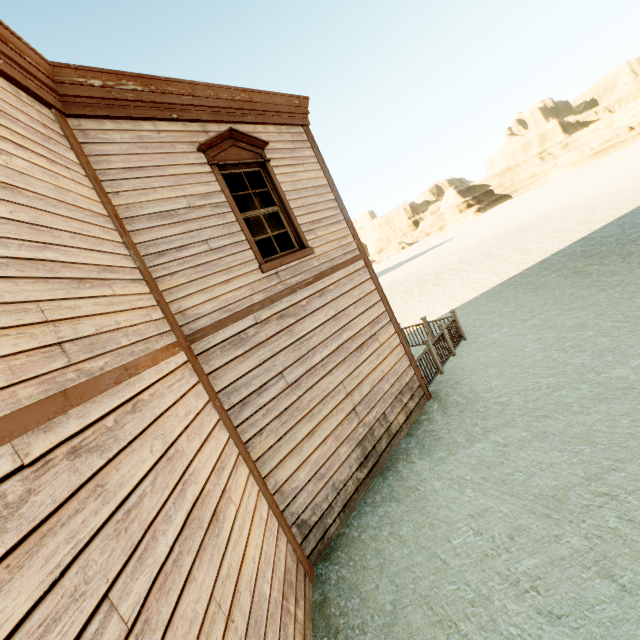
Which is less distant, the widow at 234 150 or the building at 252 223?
the widow at 234 150

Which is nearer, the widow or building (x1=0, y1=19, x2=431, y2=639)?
building (x1=0, y1=19, x2=431, y2=639)

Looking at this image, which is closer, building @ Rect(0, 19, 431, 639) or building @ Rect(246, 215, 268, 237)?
building @ Rect(0, 19, 431, 639)

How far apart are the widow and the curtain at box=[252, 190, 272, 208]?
0.0m

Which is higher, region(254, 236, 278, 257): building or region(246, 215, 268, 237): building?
region(246, 215, 268, 237): building

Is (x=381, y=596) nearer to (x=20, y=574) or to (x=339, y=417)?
(x=339, y=417)

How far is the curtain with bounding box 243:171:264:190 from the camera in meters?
5.7

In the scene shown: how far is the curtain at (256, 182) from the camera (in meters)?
5.68
